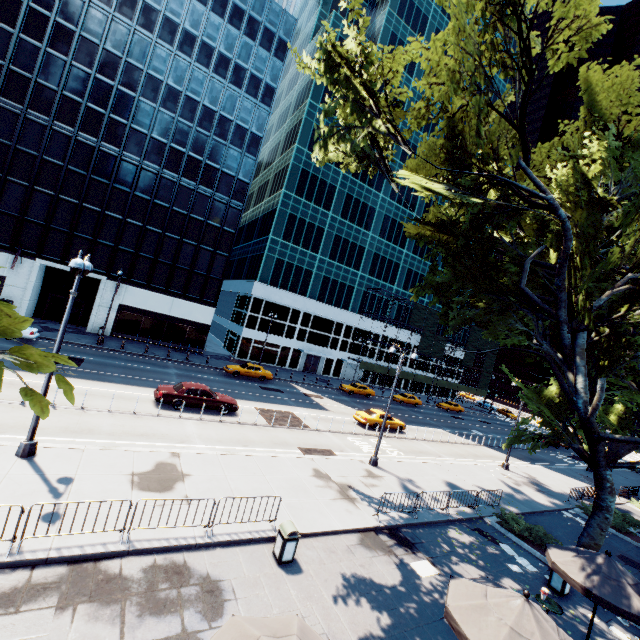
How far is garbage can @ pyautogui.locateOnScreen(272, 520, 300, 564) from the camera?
9.65m

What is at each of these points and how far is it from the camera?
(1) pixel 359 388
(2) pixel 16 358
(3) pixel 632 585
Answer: (1) vehicle, 42.3 meters
(2) tree, 1.6 meters
(3) umbrella, 8.9 meters

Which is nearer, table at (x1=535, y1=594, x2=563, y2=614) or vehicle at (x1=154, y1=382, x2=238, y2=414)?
table at (x1=535, y1=594, x2=563, y2=614)

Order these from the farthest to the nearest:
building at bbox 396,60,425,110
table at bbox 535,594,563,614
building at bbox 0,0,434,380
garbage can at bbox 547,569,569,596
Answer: building at bbox 396,60,425,110, building at bbox 0,0,434,380, garbage can at bbox 547,569,569,596, table at bbox 535,594,563,614

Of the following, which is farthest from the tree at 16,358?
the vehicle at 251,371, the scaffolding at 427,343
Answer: the scaffolding at 427,343

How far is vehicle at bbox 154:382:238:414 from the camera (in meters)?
19.61

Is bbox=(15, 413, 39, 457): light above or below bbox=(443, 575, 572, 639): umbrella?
below

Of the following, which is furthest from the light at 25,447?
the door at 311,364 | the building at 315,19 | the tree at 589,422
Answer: the door at 311,364
